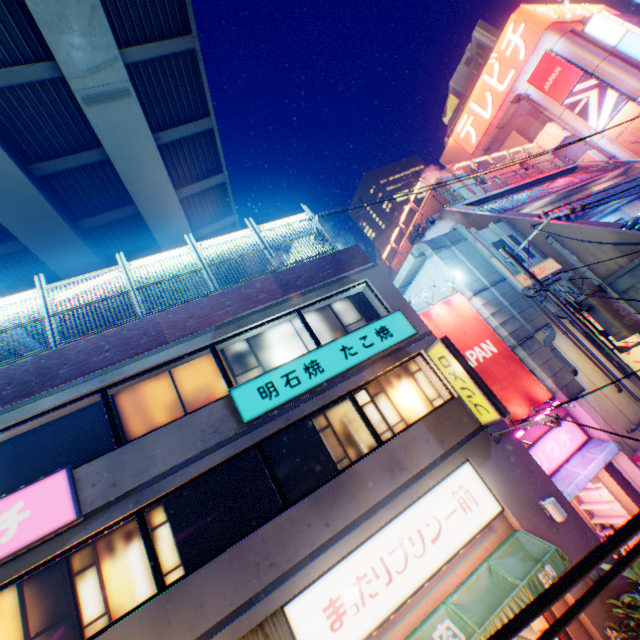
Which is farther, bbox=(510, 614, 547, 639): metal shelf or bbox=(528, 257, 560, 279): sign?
bbox=(528, 257, 560, 279): sign

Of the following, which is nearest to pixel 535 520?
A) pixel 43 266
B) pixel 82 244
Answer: pixel 82 244

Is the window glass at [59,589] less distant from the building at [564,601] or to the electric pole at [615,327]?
the building at [564,601]

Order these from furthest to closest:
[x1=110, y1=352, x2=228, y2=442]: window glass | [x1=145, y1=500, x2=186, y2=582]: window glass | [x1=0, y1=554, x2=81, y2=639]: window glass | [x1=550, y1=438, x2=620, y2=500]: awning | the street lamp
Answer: [x1=550, y1=438, x2=620, y2=500]: awning < [x1=110, y1=352, x2=228, y2=442]: window glass < the street lamp < [x1=145, y1=500, x2=186, y2=582]: window glass < [x1=0, y1=554, x2=81, y2=639]: window glass

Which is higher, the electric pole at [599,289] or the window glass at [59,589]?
the window glass at [59,589]

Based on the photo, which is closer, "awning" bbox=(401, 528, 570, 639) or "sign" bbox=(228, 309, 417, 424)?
"awning" bbox=(401, 528, 570, 639)

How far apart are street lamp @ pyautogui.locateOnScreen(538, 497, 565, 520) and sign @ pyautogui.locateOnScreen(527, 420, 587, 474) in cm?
254

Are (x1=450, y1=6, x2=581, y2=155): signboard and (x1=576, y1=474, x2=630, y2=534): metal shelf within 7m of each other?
no
